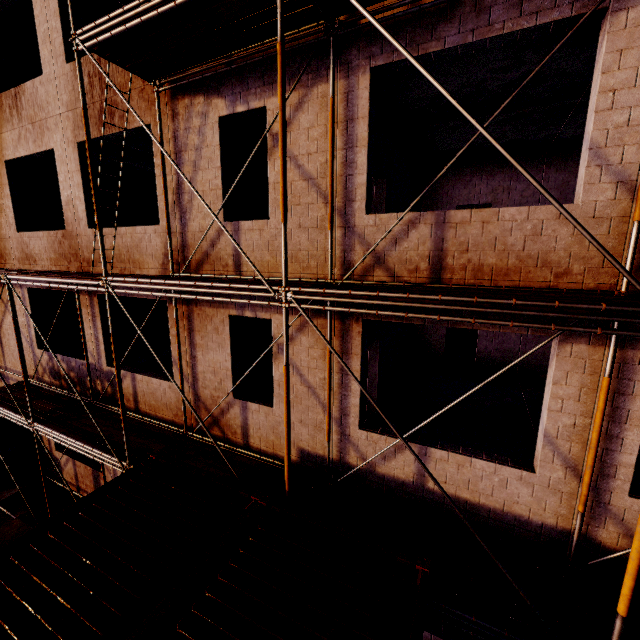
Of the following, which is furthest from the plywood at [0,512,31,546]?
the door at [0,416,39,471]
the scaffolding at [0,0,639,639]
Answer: the door at [0,416,39,471]

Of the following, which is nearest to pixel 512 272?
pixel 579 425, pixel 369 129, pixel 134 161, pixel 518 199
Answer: pixel 579 425

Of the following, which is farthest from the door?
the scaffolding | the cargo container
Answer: the cargo container

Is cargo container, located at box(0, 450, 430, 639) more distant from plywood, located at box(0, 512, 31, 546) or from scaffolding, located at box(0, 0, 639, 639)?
plywood, located at box(0, 512, 31, 546)

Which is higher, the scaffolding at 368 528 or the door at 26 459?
the scaffolding at 368 528

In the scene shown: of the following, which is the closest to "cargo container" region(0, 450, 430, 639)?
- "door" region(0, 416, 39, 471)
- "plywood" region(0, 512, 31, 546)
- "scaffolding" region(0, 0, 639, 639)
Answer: "scaffolding" region(0, 0, 639, 639)

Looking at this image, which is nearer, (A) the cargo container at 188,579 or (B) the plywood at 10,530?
(A) the cargo container at 188,579

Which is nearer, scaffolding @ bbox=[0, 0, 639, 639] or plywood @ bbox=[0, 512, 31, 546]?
scaffolding @ bbox=[0, 0, 639, 639]
